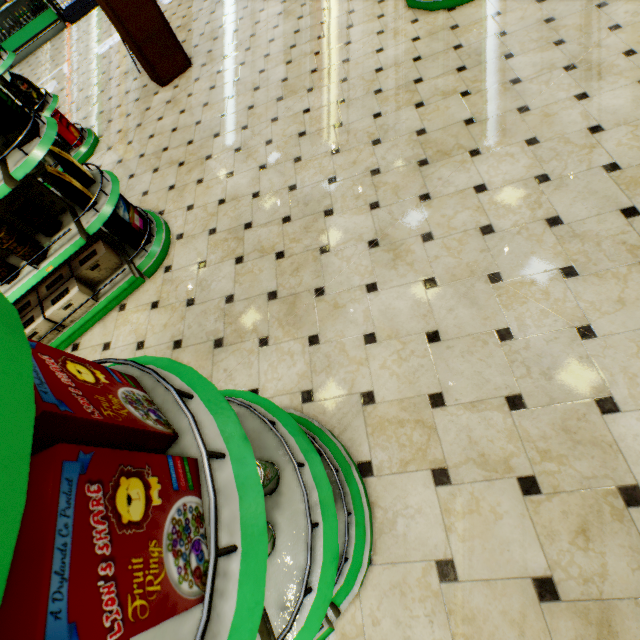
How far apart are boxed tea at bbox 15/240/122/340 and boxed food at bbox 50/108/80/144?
3.2m

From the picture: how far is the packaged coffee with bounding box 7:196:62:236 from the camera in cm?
276

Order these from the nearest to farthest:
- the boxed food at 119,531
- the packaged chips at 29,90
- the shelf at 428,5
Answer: the boxed food at 119,531, the shelf at 428,5, the packaged chips at 29,90

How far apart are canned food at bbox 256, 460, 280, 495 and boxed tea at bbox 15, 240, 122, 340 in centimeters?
285cm

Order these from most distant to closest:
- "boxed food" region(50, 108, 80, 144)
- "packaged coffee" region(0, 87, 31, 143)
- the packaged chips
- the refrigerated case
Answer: the refrigerated case
"boxed food" region(50, 108, 80, 144)
the packaged chips
"packaged coffee" region(0, 87, 31, 143)

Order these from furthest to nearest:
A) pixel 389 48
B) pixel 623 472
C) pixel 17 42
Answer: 1. pixel 17 42
2. pixel 389 48
3. pixel 623 472

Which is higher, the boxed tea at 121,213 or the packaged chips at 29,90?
the packaged chips at 29,90

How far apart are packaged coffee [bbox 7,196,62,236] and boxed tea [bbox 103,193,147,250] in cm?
32
